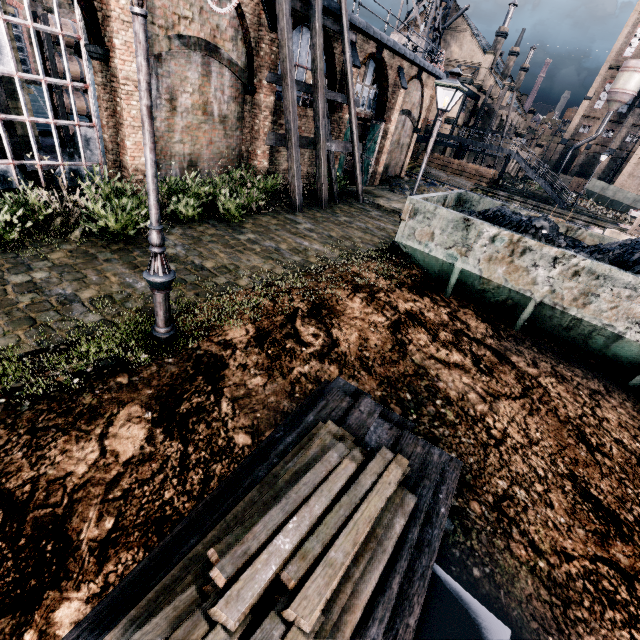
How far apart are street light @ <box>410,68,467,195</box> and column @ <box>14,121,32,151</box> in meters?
15.2

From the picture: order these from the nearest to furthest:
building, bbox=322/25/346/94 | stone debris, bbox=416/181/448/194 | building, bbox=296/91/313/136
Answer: building, bbox=322/25/346/94 < building, bbox=296/91/313/136 < stone debris, bbox=416/181/448/194

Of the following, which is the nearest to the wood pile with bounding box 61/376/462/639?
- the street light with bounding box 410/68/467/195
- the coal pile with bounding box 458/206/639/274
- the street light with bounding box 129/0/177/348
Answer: the street light with bounding box 129/0/177/348

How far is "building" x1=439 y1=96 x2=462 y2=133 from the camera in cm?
4178

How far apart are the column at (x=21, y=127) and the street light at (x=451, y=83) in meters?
15.2 m

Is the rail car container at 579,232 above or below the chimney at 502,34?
below

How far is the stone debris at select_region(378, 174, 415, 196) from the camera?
23.92m

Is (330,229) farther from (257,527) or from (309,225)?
(257,527)
